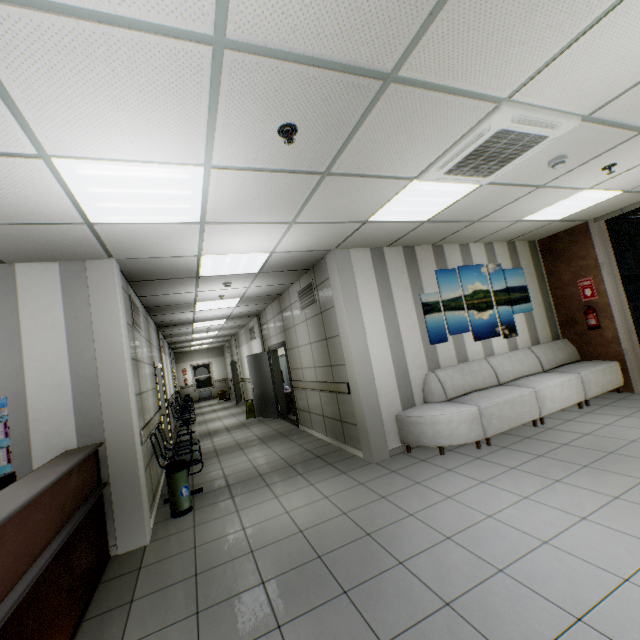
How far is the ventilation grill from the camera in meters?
6.0 m

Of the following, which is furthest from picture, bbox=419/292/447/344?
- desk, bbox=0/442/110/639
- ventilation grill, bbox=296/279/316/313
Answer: desk, bbox=0/442/110/639

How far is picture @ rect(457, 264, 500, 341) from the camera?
5.9m

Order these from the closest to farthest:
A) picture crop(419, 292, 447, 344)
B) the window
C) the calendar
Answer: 1. the calendar
2. picture crop(419, 292, 447, 344)
3. the window

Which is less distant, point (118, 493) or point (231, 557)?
point (231, 557)

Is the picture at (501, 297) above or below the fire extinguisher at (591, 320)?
above

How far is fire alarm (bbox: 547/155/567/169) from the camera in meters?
3.3

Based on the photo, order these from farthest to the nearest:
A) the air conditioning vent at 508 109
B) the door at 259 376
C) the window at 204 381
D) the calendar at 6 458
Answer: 1. the window at 204 381
2. the door at 259 376
3. the calendar at 6 458
4. the air conditioning vent at 508 109
